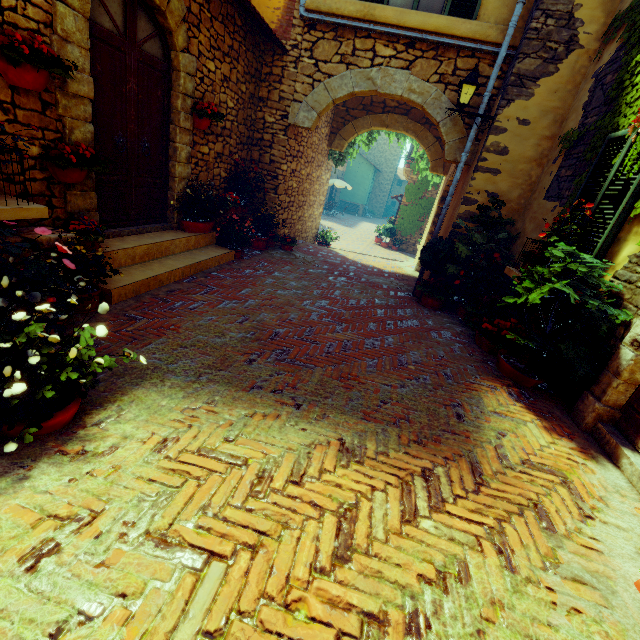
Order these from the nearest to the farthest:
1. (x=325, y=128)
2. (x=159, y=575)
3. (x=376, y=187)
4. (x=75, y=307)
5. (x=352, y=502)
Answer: (x=159, y=575) < (x=352, y=502) < (x=75, y=307) < (x=325, y=128) < (x=376, y=187)

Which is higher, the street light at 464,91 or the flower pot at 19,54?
the street light at 464,91

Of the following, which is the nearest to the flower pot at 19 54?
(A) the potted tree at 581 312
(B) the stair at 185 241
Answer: (B) the stair at 185 241

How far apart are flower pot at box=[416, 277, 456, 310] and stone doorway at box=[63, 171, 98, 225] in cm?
454

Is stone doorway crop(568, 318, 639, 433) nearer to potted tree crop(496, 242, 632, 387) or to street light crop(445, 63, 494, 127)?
potted tree crop(496, 242, 632, 387)

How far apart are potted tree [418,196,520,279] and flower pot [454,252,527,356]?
0.6 meters

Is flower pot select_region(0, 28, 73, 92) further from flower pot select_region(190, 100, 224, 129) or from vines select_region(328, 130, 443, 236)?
vines select_region(328, 130, 443, 236)

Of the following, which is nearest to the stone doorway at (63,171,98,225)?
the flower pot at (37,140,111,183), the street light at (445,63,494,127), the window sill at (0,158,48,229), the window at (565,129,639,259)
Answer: the flower pot at (37,140,111,183)
